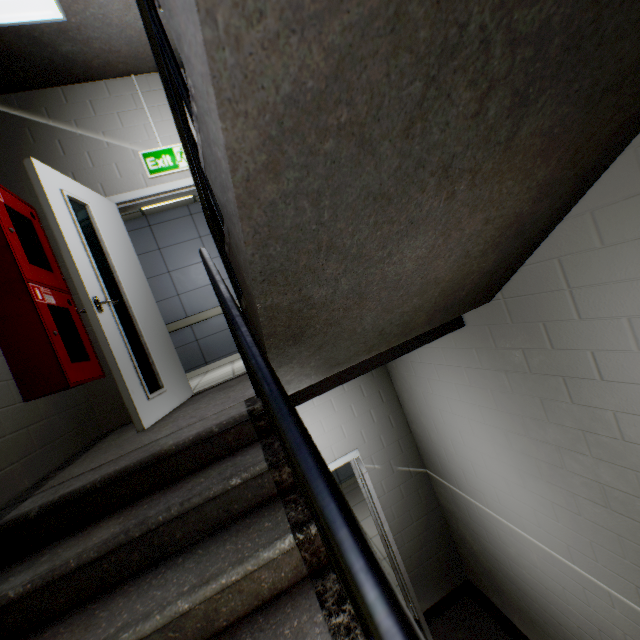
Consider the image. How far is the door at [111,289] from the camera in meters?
2.3

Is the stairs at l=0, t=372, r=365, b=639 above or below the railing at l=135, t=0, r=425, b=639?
below

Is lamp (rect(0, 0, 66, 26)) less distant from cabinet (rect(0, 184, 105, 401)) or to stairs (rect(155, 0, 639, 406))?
stairs (rect(155, 0, 639, 406))

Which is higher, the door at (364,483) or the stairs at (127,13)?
the stairs at (127,13)

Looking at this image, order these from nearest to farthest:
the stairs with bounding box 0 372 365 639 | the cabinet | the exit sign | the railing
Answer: the railing < the stairs with bounding box 0 372 365 639 < the cabinet < the exit sign

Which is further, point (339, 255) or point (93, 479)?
point (93, 479)

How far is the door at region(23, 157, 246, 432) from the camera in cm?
228

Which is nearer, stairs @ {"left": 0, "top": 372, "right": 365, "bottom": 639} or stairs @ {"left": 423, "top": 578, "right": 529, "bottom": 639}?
stairs @ {"left": 0, "top": 372, "right": 365, "bottom": 639}
